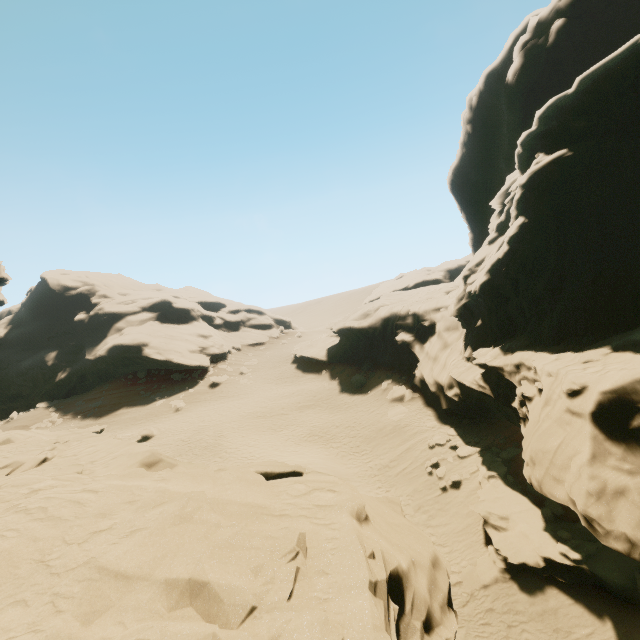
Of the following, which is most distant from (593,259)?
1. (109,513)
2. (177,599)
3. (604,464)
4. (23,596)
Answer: (23,596)

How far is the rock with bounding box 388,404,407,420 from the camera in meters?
23.8 m

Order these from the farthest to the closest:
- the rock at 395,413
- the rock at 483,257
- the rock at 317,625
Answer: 1. the rock at 395,413
2. the rock at 483,257
3. the rock at 317,625

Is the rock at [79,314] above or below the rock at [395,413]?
above

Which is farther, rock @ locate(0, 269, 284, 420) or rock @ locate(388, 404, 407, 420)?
rock @ locate(0, 269, 284, 420)

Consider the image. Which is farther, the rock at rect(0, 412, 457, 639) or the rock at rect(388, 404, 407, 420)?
the rock at rect(388, 404, 407, 420)

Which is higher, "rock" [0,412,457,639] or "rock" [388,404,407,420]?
"rock" [0,412,457,639]

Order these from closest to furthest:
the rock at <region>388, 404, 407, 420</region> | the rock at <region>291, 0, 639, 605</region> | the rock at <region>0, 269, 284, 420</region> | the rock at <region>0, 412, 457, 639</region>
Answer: the rock at <region>0, 412, 457, 639</region>, the rock at <region>291, 0, 639, 605</region>, the rock at <region>388, 404, 407, 420</region>, the rock at <region>0, 269, 284, 420</region>
